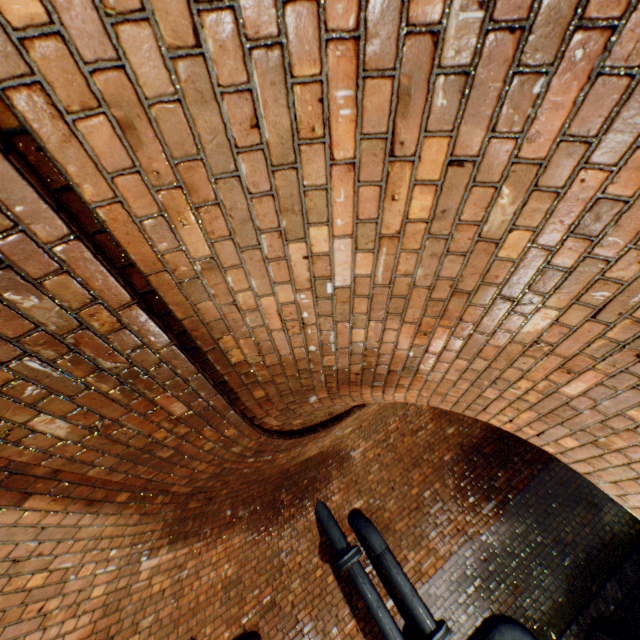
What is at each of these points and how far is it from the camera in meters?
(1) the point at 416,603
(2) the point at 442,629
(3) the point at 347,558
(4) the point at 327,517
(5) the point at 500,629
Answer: (1) pipe, 4.7 m
(2) pipe end, 4.5 m
(3) pipe end, 4.8 m
(4) pipe, 5.2 m
(5) pipe, 4.8 m

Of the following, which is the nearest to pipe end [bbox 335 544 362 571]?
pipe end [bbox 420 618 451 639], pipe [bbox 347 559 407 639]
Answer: pipe [bbox 347 559 407 639]

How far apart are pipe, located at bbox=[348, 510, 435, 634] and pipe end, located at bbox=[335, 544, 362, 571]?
0.18m

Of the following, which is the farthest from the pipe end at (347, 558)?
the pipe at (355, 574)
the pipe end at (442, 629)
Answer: the pipe end at (442, 629)

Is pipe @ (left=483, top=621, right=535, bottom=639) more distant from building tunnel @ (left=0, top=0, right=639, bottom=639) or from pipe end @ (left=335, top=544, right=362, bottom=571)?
pipe end @ (left=335, top=544, right=362, bottom=571)

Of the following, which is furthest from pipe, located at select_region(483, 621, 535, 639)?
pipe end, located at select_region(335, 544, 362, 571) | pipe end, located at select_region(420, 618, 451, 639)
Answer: pipe end, located at select_region(335, 544, 362, 571)

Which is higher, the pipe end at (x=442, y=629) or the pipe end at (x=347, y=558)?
the pipe end at (x=347, y=558)

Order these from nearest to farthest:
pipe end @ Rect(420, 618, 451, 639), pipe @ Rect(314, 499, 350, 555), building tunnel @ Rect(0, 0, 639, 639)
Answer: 1. building tunnel @ Rect(0, 0, 639, 639)
2. pipe end @ Rect(420, 618, 451, 639)
3. pipe @ Rect(314, 499, 350, 555)
